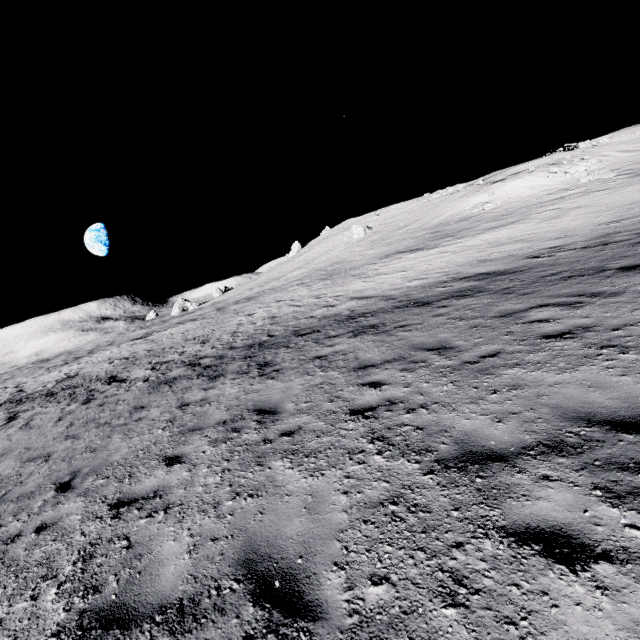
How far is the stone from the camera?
53.5 meters

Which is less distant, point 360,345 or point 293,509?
point 293,509

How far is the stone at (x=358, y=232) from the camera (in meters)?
53.53
